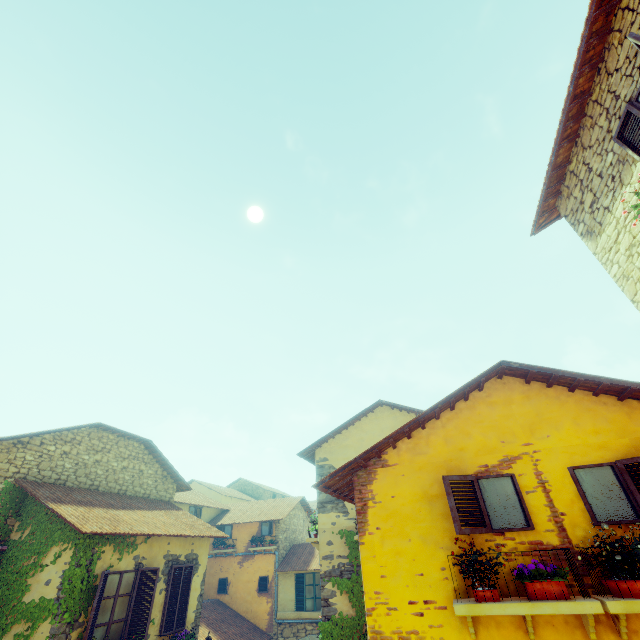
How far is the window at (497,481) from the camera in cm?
429

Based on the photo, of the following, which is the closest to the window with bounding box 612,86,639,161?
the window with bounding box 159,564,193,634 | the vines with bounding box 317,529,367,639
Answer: the window with bounding box 159,564,193,634

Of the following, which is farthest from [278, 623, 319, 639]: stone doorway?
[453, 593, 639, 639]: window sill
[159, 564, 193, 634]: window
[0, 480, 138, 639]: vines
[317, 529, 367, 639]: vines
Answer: [453, 593, 639, 639]: window sill

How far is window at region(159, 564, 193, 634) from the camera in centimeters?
971cm

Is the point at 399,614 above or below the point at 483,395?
below

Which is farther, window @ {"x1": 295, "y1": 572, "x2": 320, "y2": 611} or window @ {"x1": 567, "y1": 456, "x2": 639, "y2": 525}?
window @ {"x1": 295, "y1": 572, "x2": 320, "y2": 611}

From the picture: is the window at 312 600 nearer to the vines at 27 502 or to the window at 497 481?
the vines at 27 502
